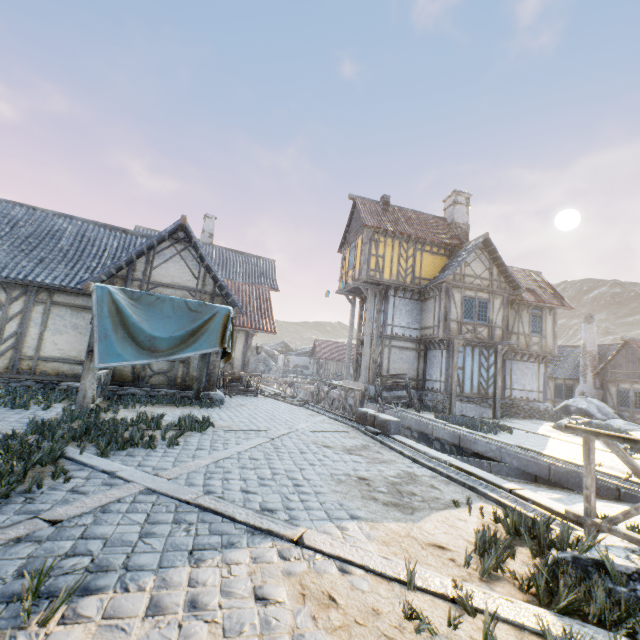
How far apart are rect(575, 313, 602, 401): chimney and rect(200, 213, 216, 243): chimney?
29.6m

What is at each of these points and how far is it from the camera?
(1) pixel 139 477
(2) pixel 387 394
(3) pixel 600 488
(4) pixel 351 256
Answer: (1) stone blocks, 4.3 meters
(2) wagon, 16.9 meters
(3) stone blocks, 6.7 meters
(4) building, 20.4 meters

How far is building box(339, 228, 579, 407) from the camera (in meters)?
17.53

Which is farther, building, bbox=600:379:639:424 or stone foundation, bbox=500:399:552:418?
building, bbox=600:379:639:424

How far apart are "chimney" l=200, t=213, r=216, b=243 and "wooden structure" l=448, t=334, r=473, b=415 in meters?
18.1

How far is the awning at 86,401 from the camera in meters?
7.4

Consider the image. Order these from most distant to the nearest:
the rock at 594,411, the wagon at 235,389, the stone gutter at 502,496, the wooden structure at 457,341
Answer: the wooden structure at 457,341 < the rock at 594,411 < the wagon at 235,389 < the stone gutter at 502,496

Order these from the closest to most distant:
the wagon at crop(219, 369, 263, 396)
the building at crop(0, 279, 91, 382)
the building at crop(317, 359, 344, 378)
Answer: the building at crop(0, 279, 91, 382), the wagon at crop(219, 369, 263, 396), the building at crop(317, 359, 344, 378)
